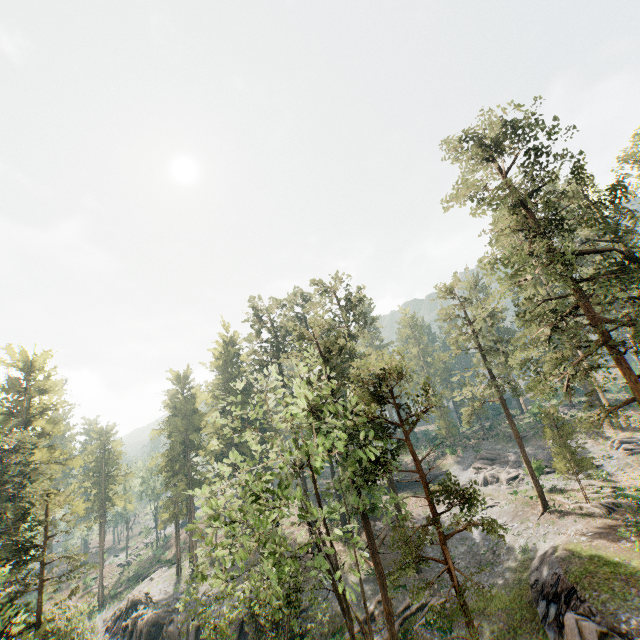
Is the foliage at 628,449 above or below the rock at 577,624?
above

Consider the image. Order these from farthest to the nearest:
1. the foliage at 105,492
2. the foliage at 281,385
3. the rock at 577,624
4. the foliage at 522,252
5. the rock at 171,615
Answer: the rock at 171,615 → the foliage at 105,492 → the foliage at 522,252 → the rock at 577,624 → the foliage at 281,385

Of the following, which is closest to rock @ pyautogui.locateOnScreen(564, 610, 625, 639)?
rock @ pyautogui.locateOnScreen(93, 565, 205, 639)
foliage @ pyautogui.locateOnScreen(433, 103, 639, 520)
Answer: foliage @ pyautogui.locateOnScreen(433, 103, 639, 520)

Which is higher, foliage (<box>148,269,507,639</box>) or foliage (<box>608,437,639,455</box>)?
foliage (<box>148,269,507,639</box>)

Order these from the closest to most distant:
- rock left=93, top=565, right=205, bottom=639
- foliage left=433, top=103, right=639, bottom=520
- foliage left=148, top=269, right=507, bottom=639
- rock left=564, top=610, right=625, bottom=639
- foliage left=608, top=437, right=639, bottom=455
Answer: foliage left=148, top=269, right=507, bottom=639 < rock left=564, top=610, right=625, bottom=639 < foliage left=433, top=103, right=639, bottom=520 < rock left=93, top=565, right=205, bottom=639 < foliage left=608, top=437, right=639, bottom=455

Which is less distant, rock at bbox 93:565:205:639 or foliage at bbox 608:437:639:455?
rock at bbox 93:565:205:639

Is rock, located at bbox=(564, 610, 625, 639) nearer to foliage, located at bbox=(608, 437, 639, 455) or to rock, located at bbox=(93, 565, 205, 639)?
foliage, located at bbox=(608, 437, 639, 455)

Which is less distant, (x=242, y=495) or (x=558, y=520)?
(x=242, y=495)
